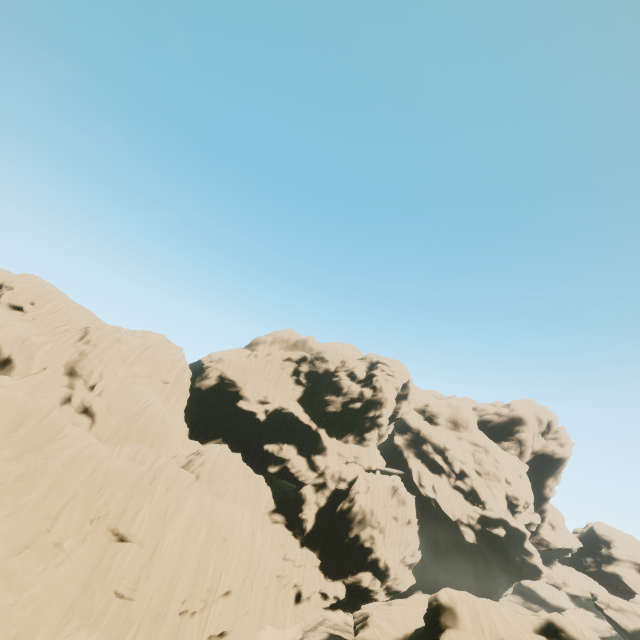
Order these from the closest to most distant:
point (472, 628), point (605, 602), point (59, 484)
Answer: point (59, 484) → point (472, 628) → point (605, 602)

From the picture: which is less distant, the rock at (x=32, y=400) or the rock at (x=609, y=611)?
the rock at (x=32, y=400)

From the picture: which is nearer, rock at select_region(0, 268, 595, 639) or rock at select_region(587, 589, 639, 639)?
rock at select_region(0, 268, 595, 639)
